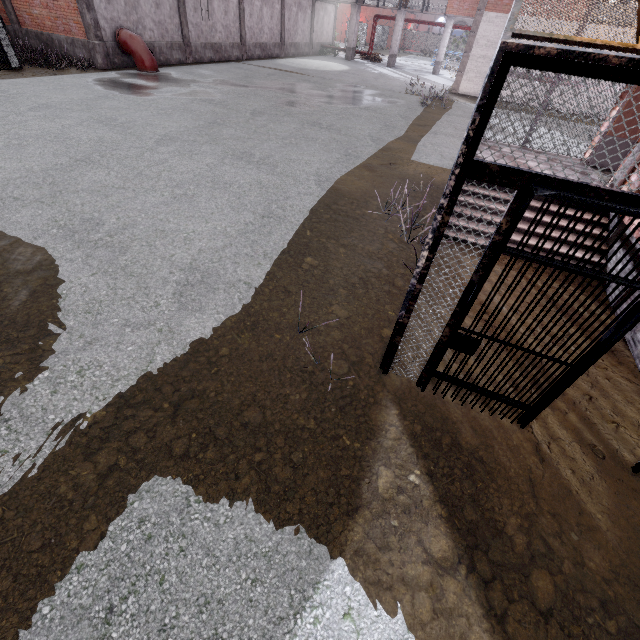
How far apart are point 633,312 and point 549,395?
1.04m

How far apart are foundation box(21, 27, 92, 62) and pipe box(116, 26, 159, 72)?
1.1m

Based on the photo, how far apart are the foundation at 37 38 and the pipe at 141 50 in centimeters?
113cm

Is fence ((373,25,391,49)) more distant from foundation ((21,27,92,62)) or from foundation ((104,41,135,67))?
foundation ((104,41,135,67))

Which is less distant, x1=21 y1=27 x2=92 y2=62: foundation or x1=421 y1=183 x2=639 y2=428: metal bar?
x1=421 y1=183 x2=639 y2=428: metal bar

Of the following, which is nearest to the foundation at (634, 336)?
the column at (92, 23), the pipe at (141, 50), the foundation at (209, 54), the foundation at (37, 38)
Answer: the pipe at (141, 50)

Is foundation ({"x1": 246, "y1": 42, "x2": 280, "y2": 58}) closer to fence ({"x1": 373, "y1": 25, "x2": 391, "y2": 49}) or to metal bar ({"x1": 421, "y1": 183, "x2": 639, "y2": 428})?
fence ({"x1": 373, "y1": 25, "x2": 391, "y2": 49})

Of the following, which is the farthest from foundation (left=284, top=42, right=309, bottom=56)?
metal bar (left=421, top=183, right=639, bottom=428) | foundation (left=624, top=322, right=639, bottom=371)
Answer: metal bar (left=421, top=183, right=639, bottom=428)
